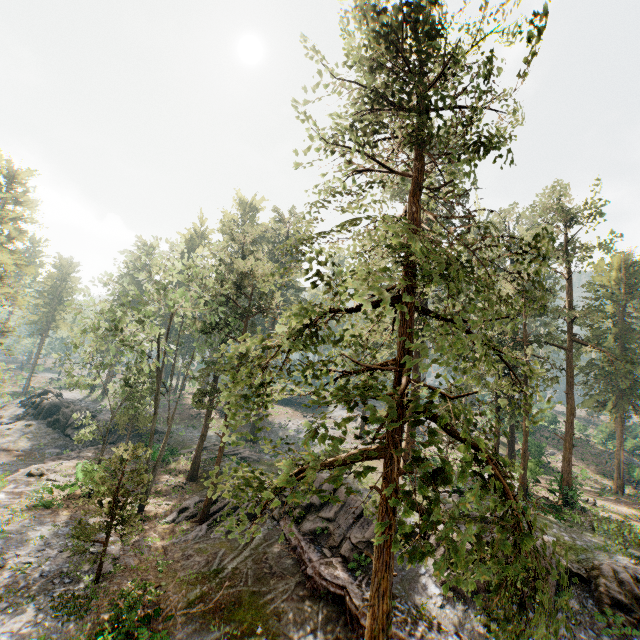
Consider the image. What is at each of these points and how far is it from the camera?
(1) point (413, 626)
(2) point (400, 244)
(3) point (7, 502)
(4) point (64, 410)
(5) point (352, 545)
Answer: (1) ground embankment, 13.4m
(2) foliage, 5.4m
(3) ground embankment, 21.1m
(4) rock, 40.5m
(5) rock, 17.8m

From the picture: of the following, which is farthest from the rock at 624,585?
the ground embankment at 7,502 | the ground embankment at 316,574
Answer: the ground embankment at 7,502

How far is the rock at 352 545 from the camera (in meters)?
17.45

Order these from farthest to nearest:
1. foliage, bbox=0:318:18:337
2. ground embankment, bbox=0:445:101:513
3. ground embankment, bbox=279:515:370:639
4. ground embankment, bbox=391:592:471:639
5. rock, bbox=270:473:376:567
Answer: foliage, bbox=0:318:18:337 → ground embankment, bbox=0:445:101:513 → rock, bbox=270:473:376:567 → ground embankment, bbox=279:515:370:639 → ground embankment, bbox=391:592:471:639

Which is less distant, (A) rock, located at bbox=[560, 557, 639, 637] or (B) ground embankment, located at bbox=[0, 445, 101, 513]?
(A) rock, located at bbox=[560, 557, 639, 637]

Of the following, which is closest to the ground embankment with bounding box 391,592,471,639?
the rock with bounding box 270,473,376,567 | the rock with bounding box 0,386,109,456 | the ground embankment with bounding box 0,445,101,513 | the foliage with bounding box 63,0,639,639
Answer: the rock with bounding box 270,473,376,567

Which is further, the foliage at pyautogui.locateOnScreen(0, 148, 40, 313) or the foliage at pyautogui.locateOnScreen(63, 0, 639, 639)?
the foliage at pyautogui.locateOnScreen(0, 148, 40, 313)
